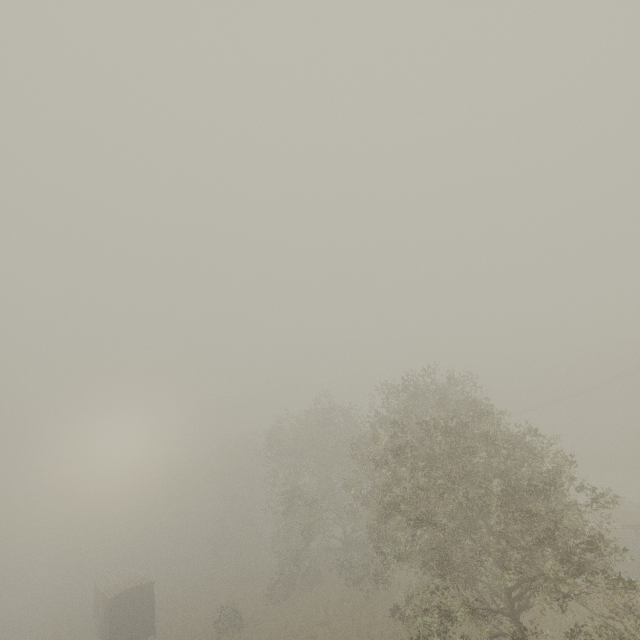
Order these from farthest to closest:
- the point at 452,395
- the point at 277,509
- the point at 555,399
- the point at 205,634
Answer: the point at 277,509, the point at 555,399, the point at 205,634, the point at 452,395

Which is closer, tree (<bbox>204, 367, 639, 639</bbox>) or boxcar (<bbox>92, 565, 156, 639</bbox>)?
tree (<bbox>204, 367, 639, 639</bbox>)

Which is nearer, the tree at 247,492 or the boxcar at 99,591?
the tree at 247,492
